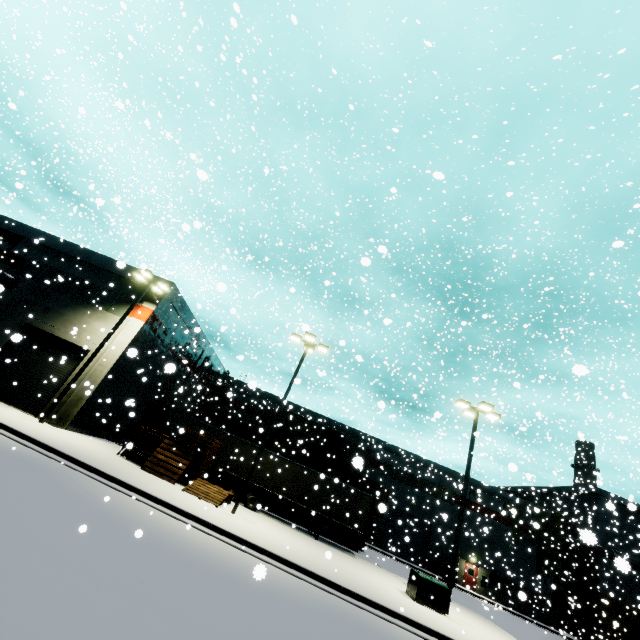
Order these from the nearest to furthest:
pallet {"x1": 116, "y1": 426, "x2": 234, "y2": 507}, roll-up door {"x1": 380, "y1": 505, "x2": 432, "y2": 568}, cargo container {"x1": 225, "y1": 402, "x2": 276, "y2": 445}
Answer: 1. pallet {"x1": 116, "y1": 426, "x2": 234, "y2": 507}
2. cargo container {"x1": 225, "y1": 402, "x2": 276, "y2": 445}
3. roll-up door {"x1": 380, "y1": 505, "x2": 432, "y2": 568}

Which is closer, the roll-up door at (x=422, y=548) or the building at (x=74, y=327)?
the building at (x=74, y=327)

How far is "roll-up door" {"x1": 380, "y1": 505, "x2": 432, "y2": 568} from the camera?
35.2m

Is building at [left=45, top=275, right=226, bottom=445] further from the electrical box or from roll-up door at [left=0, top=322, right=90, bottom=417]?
the electrical box

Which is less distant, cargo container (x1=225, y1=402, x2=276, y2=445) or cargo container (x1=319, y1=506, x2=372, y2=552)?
cargo container (x1=319, y1=506, x2=372, y2=552)

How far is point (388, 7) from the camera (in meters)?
27.27

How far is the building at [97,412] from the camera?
19.06m

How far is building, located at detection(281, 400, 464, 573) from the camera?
35.22m
